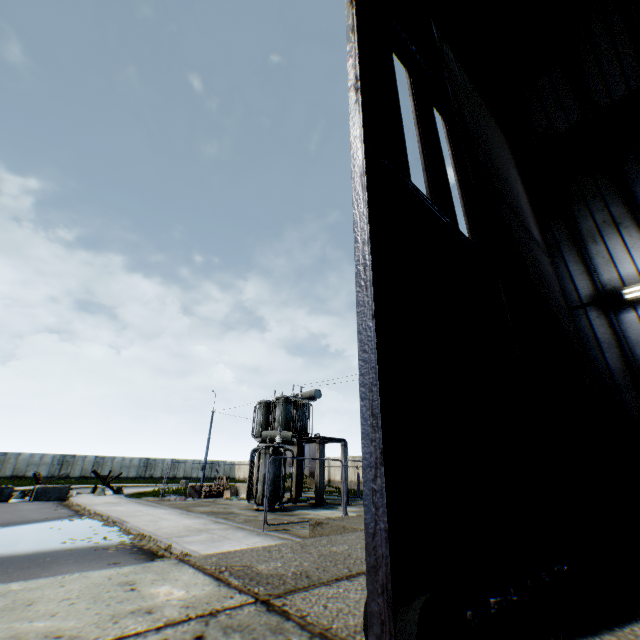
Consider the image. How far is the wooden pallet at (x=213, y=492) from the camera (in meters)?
21.86

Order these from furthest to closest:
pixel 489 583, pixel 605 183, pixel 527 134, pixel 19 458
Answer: pixel 19 458 → pixel 527 134 → pixel 605 183 → pixel 489 583

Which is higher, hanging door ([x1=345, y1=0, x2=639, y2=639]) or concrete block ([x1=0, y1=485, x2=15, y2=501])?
hanging door ([x1=345, y1=0, x2=639, y2=639])

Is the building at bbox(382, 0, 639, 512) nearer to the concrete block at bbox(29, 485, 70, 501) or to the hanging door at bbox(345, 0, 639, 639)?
the hanging door at bbox(345, 0, 639, 639)

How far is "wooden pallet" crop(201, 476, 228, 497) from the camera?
21.86m

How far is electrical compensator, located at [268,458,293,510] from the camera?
15.22m

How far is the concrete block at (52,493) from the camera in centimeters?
1972cm

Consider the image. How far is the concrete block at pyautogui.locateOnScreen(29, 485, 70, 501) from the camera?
19.7m
